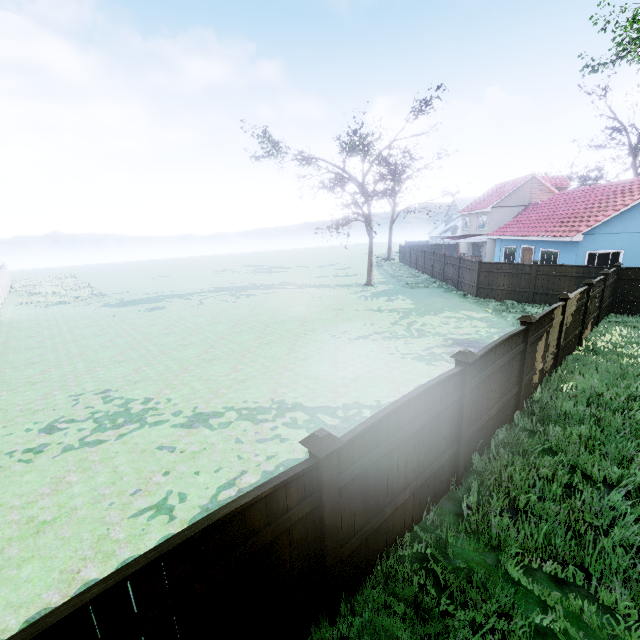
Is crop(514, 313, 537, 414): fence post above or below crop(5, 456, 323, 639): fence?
above

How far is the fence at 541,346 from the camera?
8.00m

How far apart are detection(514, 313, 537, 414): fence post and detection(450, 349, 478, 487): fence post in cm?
266

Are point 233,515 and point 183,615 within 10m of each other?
yes

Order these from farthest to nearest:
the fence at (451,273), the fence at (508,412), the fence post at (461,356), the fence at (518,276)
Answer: the fence at (451,273)
the fence at (518,276)
the fence at (508,412)
the fence post at (461,356)

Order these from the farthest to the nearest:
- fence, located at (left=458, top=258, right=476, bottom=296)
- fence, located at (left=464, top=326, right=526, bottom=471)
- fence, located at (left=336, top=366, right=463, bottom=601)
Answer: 1. fence, located at (left=458, top=258, right=476, bottom=296)
2. fence, located at (left=464, top=326, right=526, bottom=471)
3. fence, located at (left=336, top=366, right=463, bottom=601)

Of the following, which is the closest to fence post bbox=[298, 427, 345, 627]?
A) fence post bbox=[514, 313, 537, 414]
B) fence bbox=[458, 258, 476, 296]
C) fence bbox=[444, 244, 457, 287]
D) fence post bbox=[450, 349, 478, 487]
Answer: fence bbox=[458, 258, 476, 296]

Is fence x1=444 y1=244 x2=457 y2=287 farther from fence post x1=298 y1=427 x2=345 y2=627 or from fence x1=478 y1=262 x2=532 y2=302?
fence post x1=298 y1=427 x2=345 y2=627
